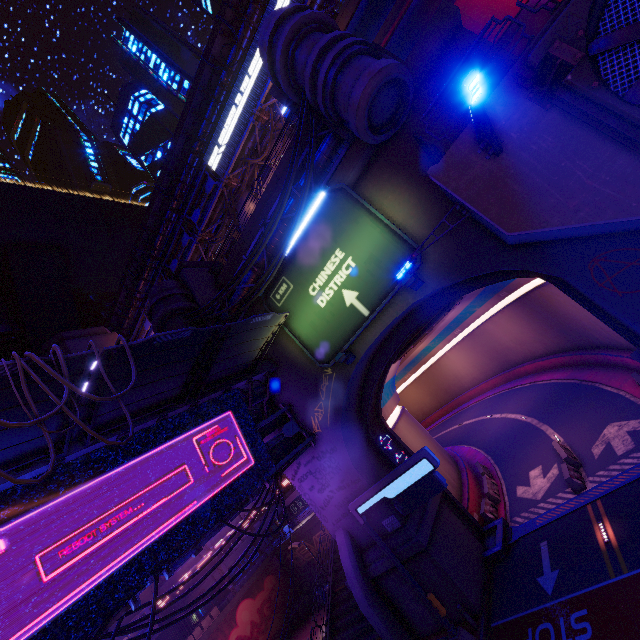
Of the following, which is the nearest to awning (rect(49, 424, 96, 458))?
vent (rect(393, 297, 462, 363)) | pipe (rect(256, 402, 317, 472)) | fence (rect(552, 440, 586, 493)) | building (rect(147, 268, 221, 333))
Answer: pipe (rect(256, 402, 317, 472))

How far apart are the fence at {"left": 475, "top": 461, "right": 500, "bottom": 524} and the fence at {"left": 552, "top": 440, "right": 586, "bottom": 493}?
4.84m

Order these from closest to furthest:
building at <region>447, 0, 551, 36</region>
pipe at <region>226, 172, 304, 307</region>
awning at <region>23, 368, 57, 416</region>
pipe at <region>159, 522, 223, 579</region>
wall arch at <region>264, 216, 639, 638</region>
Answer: awning at <region>23, 368, 57, 416</region>
pipe at <region>159, 522, 223, 579</region>
wall arch at <region>264, 216, 639, 638</region>
pipe at <region>226, 172, 304, 307</region>
building at <region>447, 0, 551, 36</region>

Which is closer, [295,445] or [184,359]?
[184,359]

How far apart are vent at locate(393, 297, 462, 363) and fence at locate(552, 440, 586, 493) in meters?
10.0 m

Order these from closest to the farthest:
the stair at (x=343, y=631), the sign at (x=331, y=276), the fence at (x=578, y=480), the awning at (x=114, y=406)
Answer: the awning at (x=114, y=406), the sign at (x=331, y=276), the fence at (x=578, y=480), the stair at (x=343, y=631)

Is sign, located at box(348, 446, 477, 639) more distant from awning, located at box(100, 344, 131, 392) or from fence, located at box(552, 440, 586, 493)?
awning, located at box(100, 344, 131, 392)

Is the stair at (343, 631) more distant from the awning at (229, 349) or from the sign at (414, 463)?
the awning at (229, 349)
